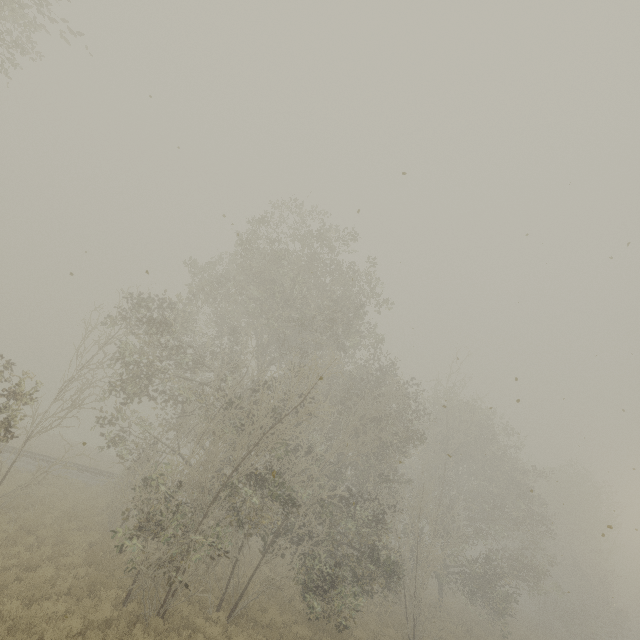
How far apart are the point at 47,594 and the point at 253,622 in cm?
746
